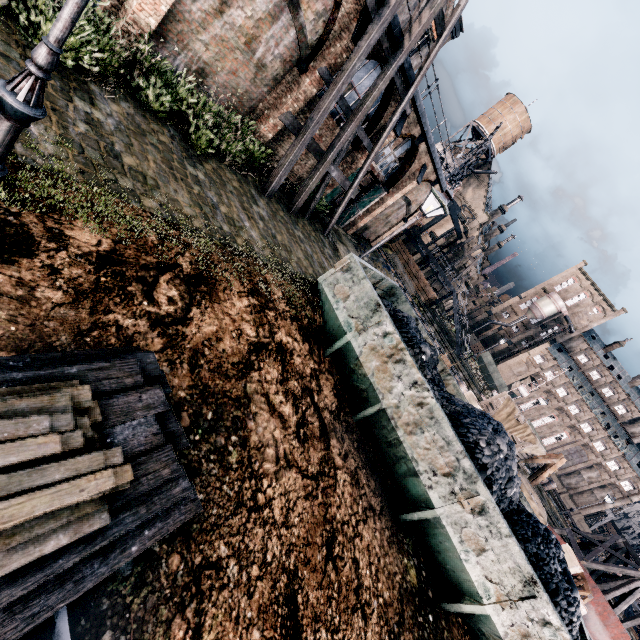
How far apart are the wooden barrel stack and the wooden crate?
26.5 meters

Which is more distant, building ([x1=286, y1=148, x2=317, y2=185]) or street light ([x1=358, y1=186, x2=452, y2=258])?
building ([x1=286, y1=148, x2=317, y2=185])

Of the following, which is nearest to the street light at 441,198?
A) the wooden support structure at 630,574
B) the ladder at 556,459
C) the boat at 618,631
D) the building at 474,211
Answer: the ladder at 556,459

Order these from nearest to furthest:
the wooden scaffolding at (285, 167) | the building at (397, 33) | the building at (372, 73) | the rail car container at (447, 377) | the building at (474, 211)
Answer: the rail car container at (447, 377), the wooden scaffolding at (285, 167), the building at (397, 33), the building at (372, 73), the building at (474, 211)

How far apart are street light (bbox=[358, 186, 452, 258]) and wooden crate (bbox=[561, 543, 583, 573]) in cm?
2076

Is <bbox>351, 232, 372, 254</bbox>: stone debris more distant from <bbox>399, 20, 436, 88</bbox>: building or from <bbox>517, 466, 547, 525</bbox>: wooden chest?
<bbox>517, 466, 547, 525</bbox>: wooden chest

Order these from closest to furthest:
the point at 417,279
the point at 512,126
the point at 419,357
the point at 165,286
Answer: the point at 165,286 → the point at 419,357 → the point at 417,279 → the point at 512,126

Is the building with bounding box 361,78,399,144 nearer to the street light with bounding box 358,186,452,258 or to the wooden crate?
the street light with bounding box 358,186,452,258
